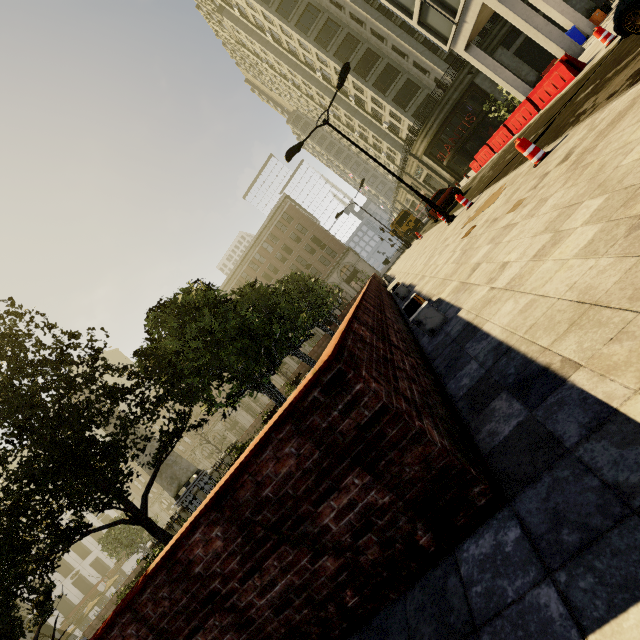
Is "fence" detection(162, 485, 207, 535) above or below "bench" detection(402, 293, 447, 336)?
above

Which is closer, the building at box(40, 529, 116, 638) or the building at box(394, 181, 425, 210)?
the building at box(40, 529, 116, 638)

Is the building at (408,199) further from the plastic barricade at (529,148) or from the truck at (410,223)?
the plastic barricade at (529,148)

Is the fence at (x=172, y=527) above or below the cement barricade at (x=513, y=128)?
above

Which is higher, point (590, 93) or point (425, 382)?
point (425, 382)

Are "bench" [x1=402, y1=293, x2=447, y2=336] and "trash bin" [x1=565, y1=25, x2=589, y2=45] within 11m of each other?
no

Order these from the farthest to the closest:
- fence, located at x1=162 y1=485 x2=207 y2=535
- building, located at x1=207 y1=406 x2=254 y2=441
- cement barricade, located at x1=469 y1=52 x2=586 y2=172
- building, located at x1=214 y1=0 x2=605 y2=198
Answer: building, located at x1=207 y1=406 x2=254 y2=441
building, located at x1=214 y1=0 x2=605 y2=198
fence, located at x1=162 y1=485 x2=207 y2=535
cement barricade, located at x1=469 y1=52 x2=586 y2=172

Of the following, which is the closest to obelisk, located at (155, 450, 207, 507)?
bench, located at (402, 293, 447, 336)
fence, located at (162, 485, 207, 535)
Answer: fence, located at (162, 485, 207, 535)
